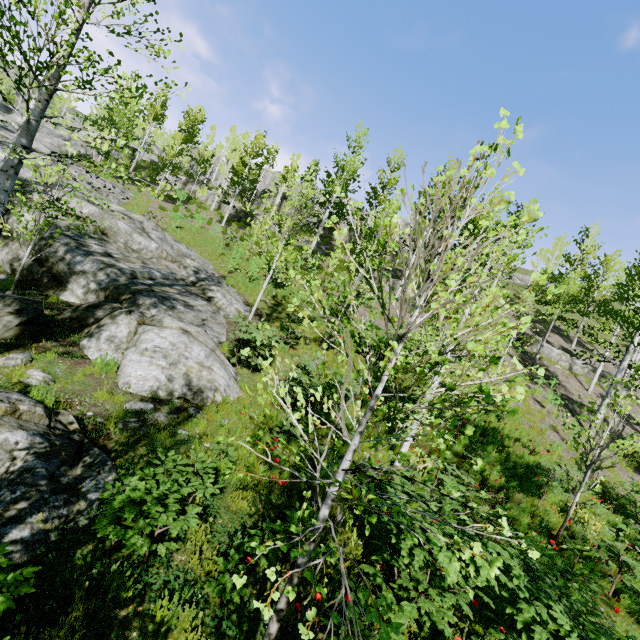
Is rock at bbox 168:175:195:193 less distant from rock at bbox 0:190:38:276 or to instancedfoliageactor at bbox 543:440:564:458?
instancedfoliageactor at bbox 543:440:564:458

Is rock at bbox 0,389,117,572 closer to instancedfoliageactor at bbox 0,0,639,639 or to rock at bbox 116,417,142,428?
rock at bbox 116,417,142,428

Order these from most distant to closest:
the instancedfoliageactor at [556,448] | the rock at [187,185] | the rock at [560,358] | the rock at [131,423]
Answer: the rock at [187,185]
the rock at [560,358]
the instancedfoliageactor at [556,448]
the rock at [131,423]

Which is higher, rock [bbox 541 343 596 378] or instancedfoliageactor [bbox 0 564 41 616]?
rock [bbox 541 343 596 378]

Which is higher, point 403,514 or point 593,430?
point 593,430

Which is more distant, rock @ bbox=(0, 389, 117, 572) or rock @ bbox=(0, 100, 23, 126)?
rock @ bbox=(0, 100, 23, 126)

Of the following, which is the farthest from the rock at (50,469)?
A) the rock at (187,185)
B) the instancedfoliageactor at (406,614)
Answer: the rock at (187,185)

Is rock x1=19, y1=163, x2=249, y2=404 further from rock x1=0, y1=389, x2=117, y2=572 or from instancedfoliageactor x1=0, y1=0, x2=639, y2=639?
rock x1=0, y1=389, x2=117, y2=572
